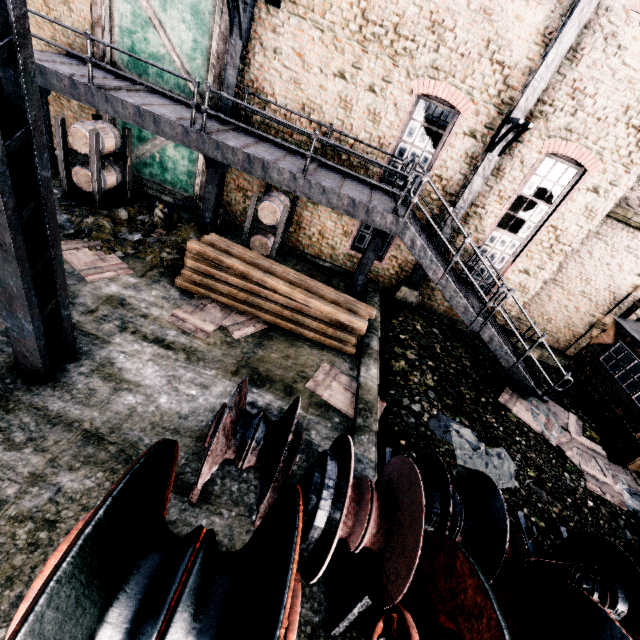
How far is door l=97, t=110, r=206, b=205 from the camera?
12.1m

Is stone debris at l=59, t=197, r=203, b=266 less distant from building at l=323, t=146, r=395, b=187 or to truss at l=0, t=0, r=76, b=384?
truss at l=0, t=0, r=76, b=384

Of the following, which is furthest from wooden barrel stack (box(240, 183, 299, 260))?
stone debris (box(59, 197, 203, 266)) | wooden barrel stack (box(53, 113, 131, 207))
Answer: wooden barrel stack (box(53, 113, 131, 207))

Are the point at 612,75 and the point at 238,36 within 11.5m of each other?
yes

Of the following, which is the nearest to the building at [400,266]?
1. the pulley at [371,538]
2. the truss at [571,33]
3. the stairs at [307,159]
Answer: the truss at [571,33]

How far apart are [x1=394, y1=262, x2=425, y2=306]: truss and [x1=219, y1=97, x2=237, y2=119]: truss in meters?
8.1

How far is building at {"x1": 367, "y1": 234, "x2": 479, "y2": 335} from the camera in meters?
12.8

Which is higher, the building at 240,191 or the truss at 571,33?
the truss at 571,33
